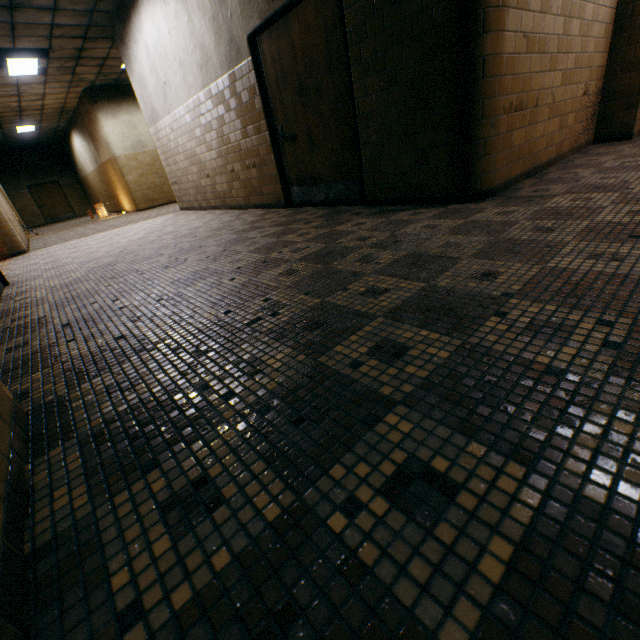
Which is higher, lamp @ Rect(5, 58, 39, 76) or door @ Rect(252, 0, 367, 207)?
lamp @ Rect(5, 58, 39, 76)

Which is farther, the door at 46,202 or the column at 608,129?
the door at 46,202

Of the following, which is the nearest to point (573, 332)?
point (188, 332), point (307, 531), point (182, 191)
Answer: point (307, 531)

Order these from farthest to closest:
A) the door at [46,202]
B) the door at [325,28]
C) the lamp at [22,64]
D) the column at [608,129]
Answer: the door at [46,202] < the lamp at [22,64] < the column at [608,129] < the door at [325,28]

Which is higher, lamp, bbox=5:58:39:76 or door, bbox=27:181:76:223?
lamp, bbox=5:58:39:76

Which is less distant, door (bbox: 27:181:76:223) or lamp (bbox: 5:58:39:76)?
lamp (bbox: 5:58:39:76)

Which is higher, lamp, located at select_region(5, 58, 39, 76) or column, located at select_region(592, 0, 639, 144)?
lamp, located at select_region(5, 58, 39, 76)

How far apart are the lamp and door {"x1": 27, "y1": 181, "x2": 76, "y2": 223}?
13.6m
